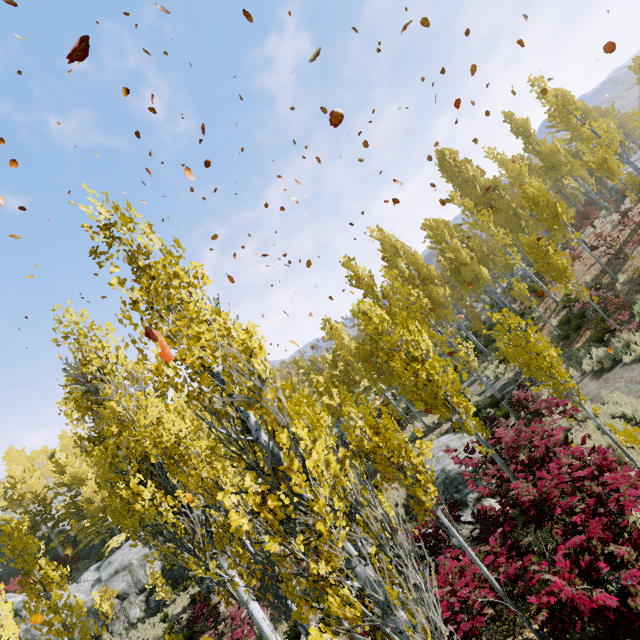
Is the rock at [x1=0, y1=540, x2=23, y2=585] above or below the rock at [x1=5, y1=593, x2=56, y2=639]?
above

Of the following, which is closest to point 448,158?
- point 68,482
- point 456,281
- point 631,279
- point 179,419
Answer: point 456,281

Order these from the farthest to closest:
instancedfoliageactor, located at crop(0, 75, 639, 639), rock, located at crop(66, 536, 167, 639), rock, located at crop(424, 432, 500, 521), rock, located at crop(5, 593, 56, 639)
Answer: rock, located at crop(66, 536, 167, 639), rock, located at crop(5, 593, 56, 639), rock, located at crop(424, 432, 500, 521), instancedfoliageactor, located at crop(0, 75, 639, 639)

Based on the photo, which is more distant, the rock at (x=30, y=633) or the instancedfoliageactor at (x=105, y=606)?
the rock at (x=30, y=633)

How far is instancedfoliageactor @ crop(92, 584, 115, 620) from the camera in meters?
17.0 m

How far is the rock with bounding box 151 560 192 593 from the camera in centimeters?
2119cm

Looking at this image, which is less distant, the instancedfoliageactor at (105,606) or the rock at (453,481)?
the rock at (453,481)
